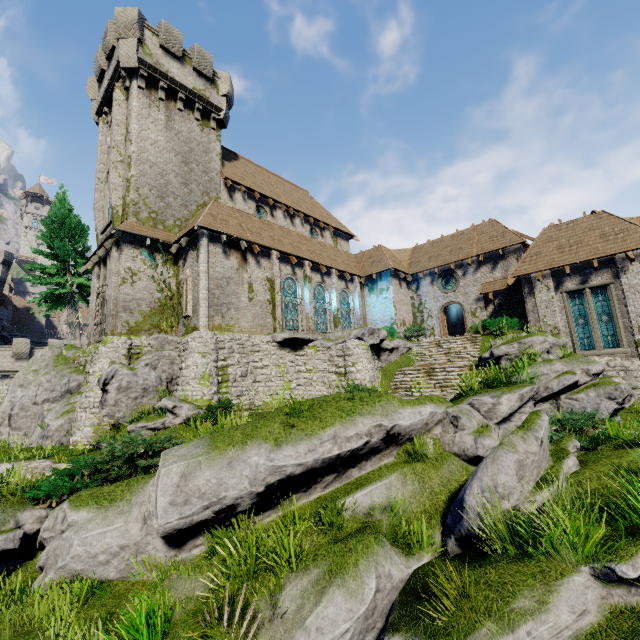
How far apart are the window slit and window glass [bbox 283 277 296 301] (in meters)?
14.43

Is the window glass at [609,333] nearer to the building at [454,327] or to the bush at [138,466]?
the building at [454,327]

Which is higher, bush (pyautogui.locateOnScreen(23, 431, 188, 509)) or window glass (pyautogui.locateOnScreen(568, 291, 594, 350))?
window glass (pyautogui.locateOnScreen(568, 291, 594, 350))

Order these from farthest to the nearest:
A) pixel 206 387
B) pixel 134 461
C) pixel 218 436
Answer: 1. pixel 206 387
2. pixel 134 461
3. pixel 218 436

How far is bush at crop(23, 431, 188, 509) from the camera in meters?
7.6

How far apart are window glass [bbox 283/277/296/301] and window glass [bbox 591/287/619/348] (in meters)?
17.11

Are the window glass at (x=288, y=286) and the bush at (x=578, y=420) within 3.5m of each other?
no

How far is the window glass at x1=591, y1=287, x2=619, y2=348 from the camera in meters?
17.0 m
